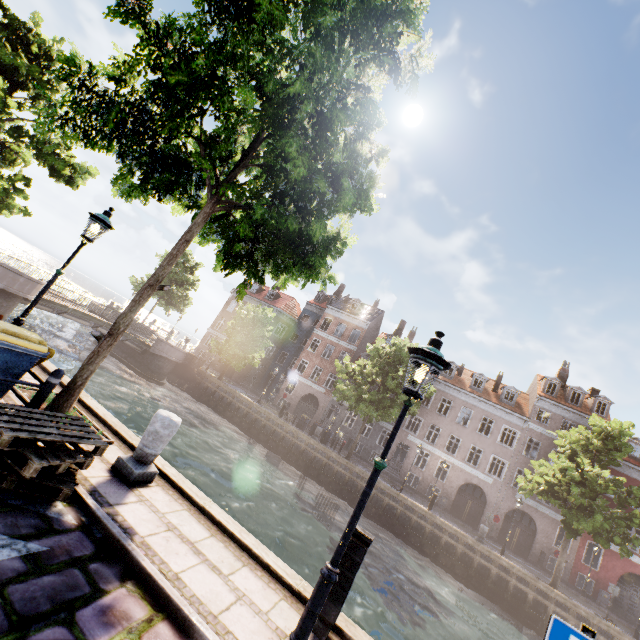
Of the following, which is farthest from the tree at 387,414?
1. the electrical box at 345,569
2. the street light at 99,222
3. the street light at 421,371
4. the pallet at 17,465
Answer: the electrical box at 345,569

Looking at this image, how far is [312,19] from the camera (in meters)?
5.76

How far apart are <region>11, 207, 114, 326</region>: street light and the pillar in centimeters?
321cm

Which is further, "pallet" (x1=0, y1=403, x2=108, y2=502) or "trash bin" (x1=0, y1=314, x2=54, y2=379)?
"trash bin" (x1=0, y1=314, x2=54, y2=379)

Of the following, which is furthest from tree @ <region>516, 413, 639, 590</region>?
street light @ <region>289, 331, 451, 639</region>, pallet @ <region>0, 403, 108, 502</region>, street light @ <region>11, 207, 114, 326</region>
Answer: street light @ <region>289, 331, 451, 639</region>

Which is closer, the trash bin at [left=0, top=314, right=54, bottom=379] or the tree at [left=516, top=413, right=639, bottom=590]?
the trash bin at [left=0, top=314, right=54, bottom=379]

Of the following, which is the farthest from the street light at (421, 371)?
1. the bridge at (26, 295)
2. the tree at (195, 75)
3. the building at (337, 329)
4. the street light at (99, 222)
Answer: the building at (337, 329)

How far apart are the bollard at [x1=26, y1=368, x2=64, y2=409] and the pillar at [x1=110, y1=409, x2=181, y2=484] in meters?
1.4
